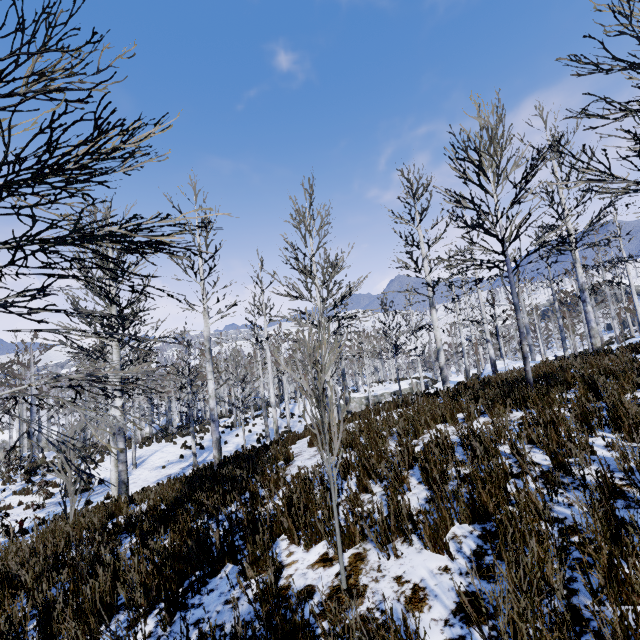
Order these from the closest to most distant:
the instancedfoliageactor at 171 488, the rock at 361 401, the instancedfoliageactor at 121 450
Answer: the instancedfoliageactor at 121 450
the instancedfoliageactor at 171 488
the rock at 361 401

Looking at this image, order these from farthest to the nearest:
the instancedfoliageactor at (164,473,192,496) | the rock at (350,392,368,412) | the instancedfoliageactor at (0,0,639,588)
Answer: the rock at (350,392,368,412), the instancedfoliageactor at (164,473,192,496), the instancedfoliageactor at (0,0,639,588)

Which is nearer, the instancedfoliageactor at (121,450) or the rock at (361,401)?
the instancedfoliageactor at (121,450)

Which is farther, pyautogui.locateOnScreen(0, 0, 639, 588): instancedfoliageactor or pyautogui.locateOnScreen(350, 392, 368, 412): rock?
pyautogui.locateOnScreen(350, 392, 368, 412): rock

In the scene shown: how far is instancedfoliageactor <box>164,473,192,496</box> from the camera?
6.3 meters

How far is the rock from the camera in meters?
31.2

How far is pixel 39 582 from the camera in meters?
3.9 m
